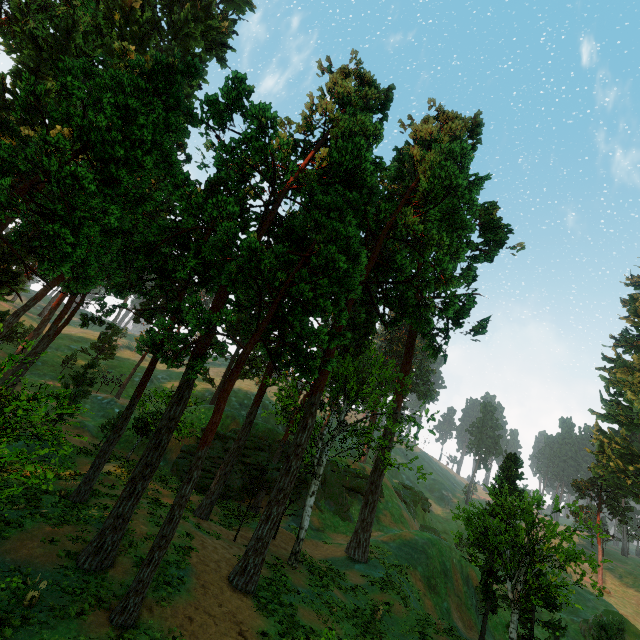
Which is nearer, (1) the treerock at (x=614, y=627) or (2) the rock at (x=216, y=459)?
(1) the treerock at (x=614, y=627)

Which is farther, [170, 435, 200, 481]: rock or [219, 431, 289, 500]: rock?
[219, 431, 289, 500]: rock

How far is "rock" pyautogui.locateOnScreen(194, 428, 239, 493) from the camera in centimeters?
3133cm

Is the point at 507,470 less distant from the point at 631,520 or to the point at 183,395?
the point at 183,395

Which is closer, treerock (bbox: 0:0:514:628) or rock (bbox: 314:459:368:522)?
treerock (bbox: 0:0:514:628)

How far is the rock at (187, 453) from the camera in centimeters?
3212cm
